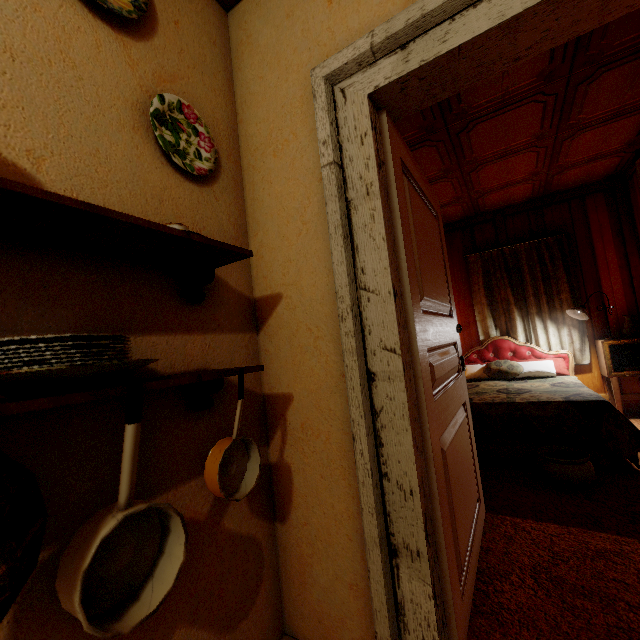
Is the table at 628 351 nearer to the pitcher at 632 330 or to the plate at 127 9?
the pitcher at 632 330

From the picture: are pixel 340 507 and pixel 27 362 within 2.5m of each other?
yes

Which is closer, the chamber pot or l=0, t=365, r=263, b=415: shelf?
l=0, t=365, r=263, b=415: shelf

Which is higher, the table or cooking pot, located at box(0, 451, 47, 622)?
cooking pot, located at box(0, 451, 47, 622)

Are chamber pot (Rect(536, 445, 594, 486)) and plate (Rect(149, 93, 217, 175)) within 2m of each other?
no

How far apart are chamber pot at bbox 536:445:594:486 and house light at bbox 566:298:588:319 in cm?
200

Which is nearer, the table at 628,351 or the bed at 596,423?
the bed at 596,423

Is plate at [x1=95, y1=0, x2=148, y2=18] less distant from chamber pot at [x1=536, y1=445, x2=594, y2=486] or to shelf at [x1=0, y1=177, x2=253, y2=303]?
shelf at [x1=0, y1=177, x2=253, y2=303]
